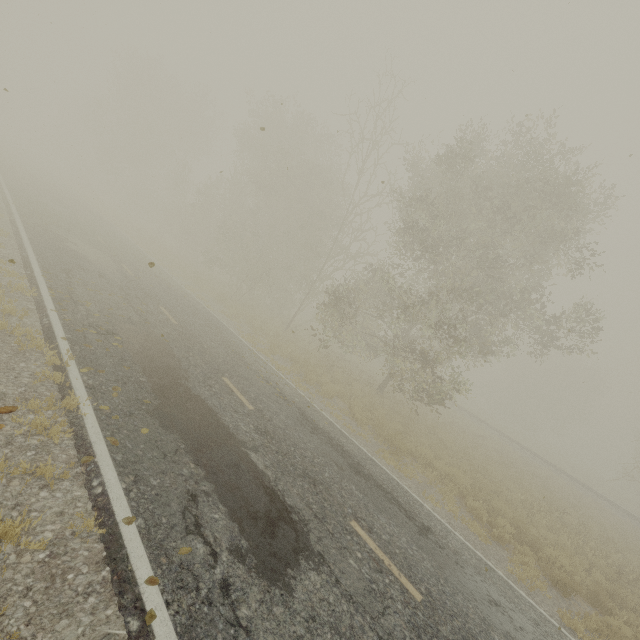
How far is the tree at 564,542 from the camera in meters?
10.9 m

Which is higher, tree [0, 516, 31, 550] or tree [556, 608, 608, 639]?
tree [556, 608, 608, 639]

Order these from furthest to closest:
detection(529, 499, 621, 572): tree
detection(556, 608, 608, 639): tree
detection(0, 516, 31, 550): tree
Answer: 1. detection(529, 499, 621, 572): tree
2. detection(556, 608, 608, 639): tree
3. detection(0, 516, 31, 550): tree

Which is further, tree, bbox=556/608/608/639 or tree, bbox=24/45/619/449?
tree, bbox=24/45/619/449

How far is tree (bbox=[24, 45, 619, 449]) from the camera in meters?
14.2 m

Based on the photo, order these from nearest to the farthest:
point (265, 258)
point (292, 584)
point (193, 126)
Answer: point (292, 584) → point (265, 258) → point (193, 126)

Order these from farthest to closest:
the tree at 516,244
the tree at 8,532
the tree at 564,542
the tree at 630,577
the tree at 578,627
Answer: the tree at 516,244
the tree at 564,542
the tree at 630,577
the tree at 578,627
the tree at 8,532
